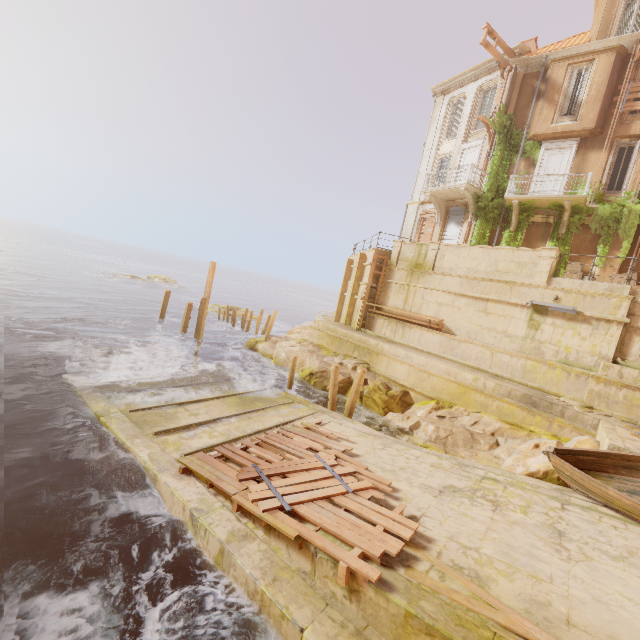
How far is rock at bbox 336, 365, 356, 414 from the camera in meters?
15.3 m

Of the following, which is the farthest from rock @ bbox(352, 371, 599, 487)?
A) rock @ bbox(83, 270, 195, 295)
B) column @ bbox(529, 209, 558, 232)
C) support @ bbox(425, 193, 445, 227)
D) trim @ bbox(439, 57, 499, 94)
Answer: rock @ bbox(83, 270, 195, 295)

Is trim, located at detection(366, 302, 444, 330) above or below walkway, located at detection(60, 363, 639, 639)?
above

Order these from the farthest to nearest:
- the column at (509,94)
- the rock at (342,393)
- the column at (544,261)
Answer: the column at (509,94) → the rock at (342,393) → the column at (544,261)

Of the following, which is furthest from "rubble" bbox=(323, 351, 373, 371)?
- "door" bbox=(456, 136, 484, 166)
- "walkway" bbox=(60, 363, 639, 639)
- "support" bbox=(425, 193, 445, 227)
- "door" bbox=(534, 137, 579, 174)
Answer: "door" bbox=(456, 136, 484, 166)

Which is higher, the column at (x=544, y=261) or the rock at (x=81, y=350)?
the column at (x=544, y=261)

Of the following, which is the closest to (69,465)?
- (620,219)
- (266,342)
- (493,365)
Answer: (266,342)

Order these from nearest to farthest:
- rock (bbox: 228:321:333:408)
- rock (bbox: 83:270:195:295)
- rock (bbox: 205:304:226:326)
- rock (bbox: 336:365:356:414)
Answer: rock (bbox: 336:365:356:414)
rock (bbox: 228:321:333:408)
rock (bbox: 205:304:226:326)
rock (bbox: 83:270:195:295)
